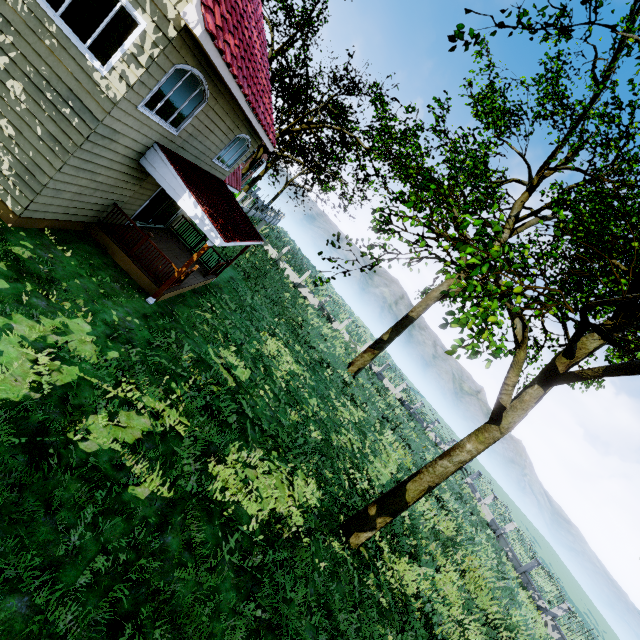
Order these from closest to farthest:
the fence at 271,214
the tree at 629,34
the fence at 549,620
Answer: the tree at 629,34
the fence at 549,620
the fence at 271,214

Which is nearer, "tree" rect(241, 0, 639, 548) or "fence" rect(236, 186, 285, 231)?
"tree" rect(241, 0, 639, 548)

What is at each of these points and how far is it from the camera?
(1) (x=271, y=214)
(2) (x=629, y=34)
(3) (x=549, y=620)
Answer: (1) fence, 49.8 meters
(2) tree, 7.1 meters
(3) fence, 22.2 meters

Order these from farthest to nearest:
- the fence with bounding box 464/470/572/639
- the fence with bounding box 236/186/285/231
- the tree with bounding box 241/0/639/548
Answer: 1. the fence with bounding box 236/186/285/231
2. the fence with bounding box 464/470/572/639
3. the tree with bounding box 241/0/639/548

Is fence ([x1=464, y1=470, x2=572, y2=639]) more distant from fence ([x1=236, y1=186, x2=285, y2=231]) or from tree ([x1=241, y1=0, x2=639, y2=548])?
fence ([x1=236, y1=186, x2=285, y2=231])

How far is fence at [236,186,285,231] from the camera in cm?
3102

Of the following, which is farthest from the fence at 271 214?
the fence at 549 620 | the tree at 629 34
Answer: the fence at 549 620
